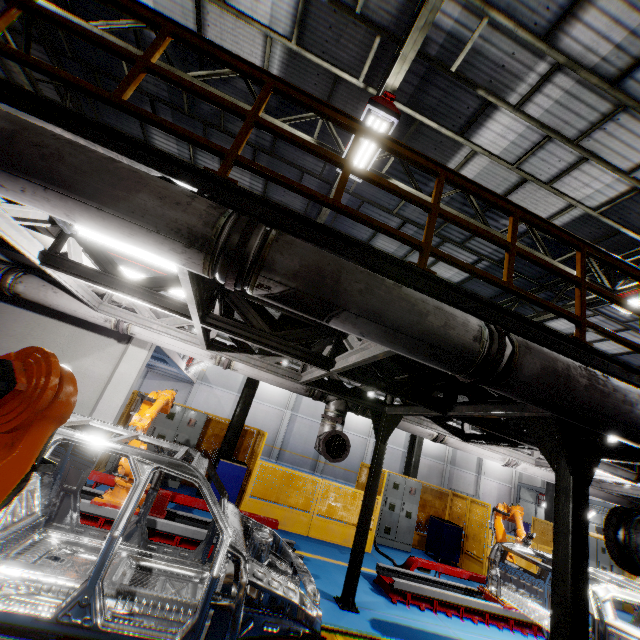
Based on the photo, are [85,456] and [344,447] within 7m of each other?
yes

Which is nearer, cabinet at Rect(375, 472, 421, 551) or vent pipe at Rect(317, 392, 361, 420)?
vent pipe at Rect(317, 392, 361, 420)

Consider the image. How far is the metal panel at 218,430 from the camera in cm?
1057

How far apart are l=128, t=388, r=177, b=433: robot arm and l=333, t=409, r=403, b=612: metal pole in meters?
3.0

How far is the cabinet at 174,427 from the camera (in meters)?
9.69

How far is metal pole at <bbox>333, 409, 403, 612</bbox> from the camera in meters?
5.7 m

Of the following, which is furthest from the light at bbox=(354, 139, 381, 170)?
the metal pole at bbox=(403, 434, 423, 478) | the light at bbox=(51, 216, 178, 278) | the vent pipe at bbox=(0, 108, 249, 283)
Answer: the metal pole at bbox=(403, 434, 423, 478)

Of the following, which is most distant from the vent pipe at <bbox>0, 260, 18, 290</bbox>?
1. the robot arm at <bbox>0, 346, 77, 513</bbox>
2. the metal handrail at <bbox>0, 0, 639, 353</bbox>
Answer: the robot arm at <bbox>0, 346, 77, 513</bbox>
